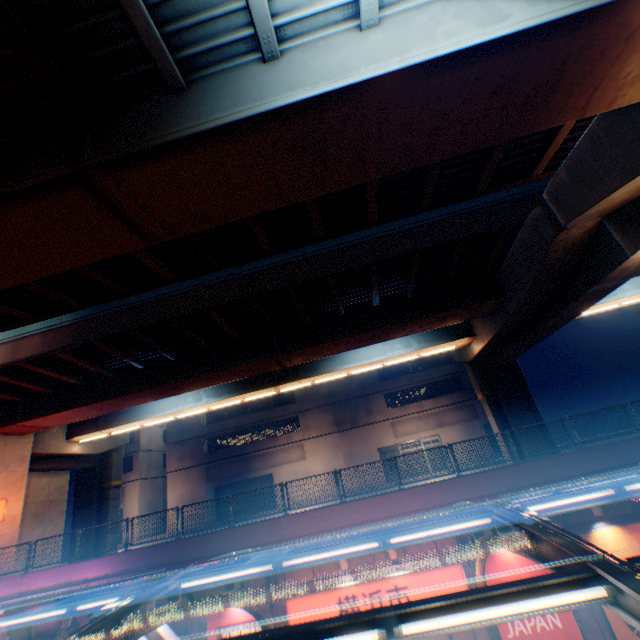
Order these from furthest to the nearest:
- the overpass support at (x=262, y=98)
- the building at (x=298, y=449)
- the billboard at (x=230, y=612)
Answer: the building at (x=298, y=449)
the billboard at (x=230, y=612)
the overpass support at (x=262, y=98)

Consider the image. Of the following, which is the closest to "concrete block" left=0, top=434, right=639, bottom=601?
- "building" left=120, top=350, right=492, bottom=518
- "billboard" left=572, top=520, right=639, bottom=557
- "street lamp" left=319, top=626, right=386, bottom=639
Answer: "billboard" left=572, top=520, right=639, bottom=557

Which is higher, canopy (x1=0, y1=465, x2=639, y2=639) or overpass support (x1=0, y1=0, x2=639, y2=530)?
overpass support (x1=0, y1=0, x2=639, y2=530)

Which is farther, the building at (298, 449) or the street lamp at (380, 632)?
the building at (298, 449)

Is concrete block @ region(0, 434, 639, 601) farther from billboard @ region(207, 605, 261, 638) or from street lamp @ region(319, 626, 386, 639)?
street lamp @ region(319, 626, 386, 639)

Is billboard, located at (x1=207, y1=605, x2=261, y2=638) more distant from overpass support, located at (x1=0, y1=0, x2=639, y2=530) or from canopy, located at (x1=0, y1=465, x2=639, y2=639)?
overpass support, located at (x1=0, y1=0, x2=639, y2=530)

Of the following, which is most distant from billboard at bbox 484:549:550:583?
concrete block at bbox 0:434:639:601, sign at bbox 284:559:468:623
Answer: concrete block at bbox 0:434:639:601

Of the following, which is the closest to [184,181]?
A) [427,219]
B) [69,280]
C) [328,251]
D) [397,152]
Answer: [397,152]
